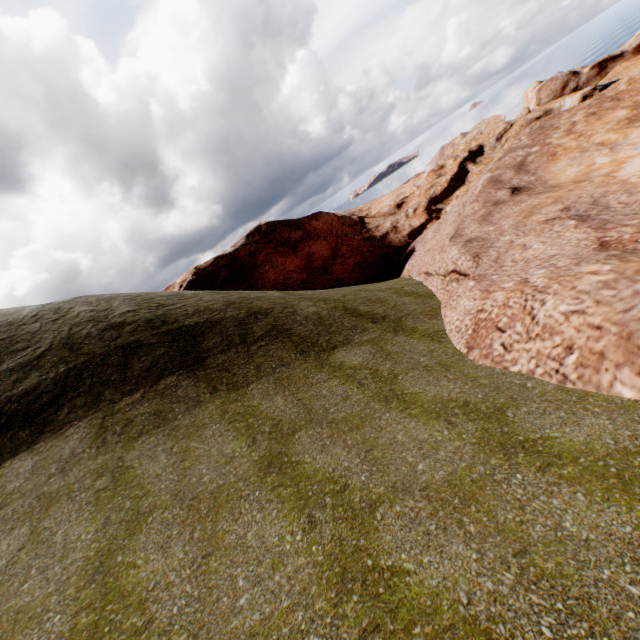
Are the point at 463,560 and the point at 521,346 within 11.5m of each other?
yes
